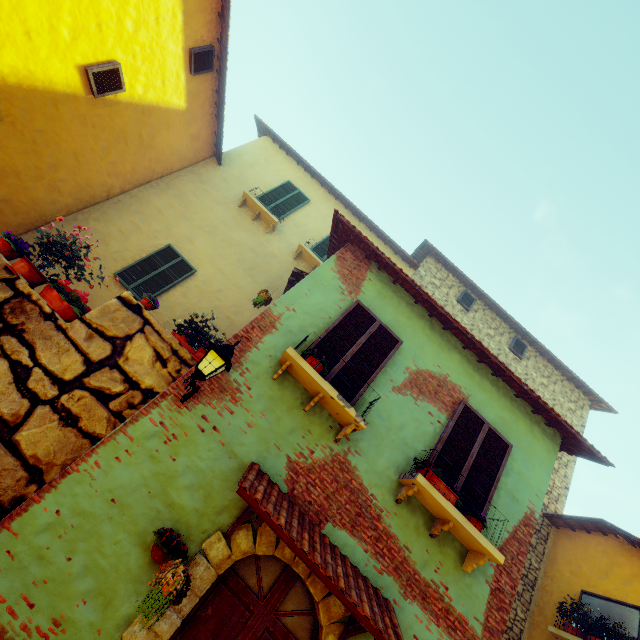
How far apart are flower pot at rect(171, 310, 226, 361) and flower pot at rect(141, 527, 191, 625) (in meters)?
2.74

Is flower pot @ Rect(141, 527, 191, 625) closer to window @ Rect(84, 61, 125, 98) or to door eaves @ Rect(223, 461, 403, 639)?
door eaves @ Rect(223, 461, 403, 639)

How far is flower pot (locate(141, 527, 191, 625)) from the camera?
2.88m

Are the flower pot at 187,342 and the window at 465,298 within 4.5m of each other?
no

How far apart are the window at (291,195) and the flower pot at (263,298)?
4.39m

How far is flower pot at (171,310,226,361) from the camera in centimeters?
542cm

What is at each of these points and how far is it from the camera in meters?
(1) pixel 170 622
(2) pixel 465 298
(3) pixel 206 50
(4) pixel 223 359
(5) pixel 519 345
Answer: (1) stone doorway, 3.2 m
(2) window, 11.8 m
(3) window, 8.0 m
(4) street light, 3.9 m
(5) window, 11.7 m

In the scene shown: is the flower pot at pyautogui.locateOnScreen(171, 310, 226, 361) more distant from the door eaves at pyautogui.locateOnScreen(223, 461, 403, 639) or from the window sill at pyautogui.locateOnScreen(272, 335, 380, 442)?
the door eaves at pyautogui.locateOnScreen(223, 461, 403, 639)
